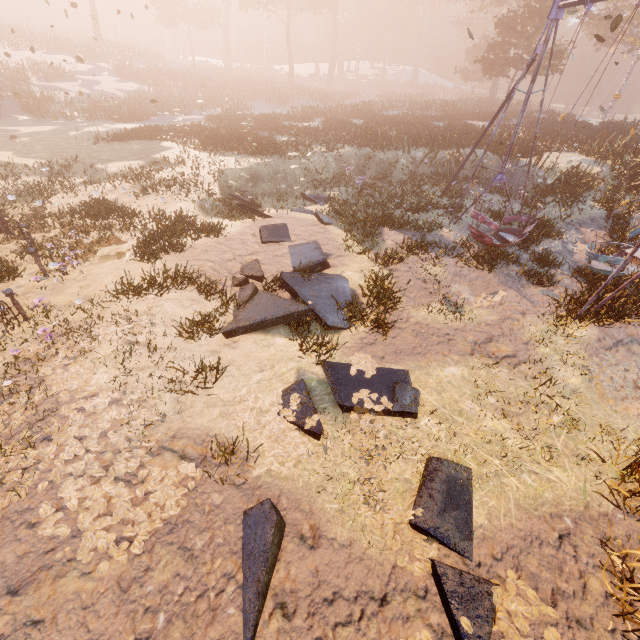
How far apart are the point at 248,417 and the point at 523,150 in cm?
1805

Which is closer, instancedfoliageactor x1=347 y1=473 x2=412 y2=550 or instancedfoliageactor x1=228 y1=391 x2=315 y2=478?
instancedfoliageactor x1=347 y1=473 x2=412 y2=550

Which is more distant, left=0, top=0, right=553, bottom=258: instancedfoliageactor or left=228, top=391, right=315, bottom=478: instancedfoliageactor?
left=0, top=0, right=553, bottom=258: instancedfoliageactor

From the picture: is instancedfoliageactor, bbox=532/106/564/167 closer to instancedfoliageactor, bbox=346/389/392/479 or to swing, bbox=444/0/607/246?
swing, bbox=444/0/607/246

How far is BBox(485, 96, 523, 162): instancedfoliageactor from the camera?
17.4 meters

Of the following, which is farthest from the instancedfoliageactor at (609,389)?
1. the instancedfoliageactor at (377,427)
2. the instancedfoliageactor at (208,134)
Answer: the instancedfoliageactor at (208,134)

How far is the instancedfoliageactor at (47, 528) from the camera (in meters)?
3.72

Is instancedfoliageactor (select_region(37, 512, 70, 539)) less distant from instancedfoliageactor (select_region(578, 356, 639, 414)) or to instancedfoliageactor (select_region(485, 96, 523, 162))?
instancedfoliageactor (select_region(578, 356, 639, 414))
